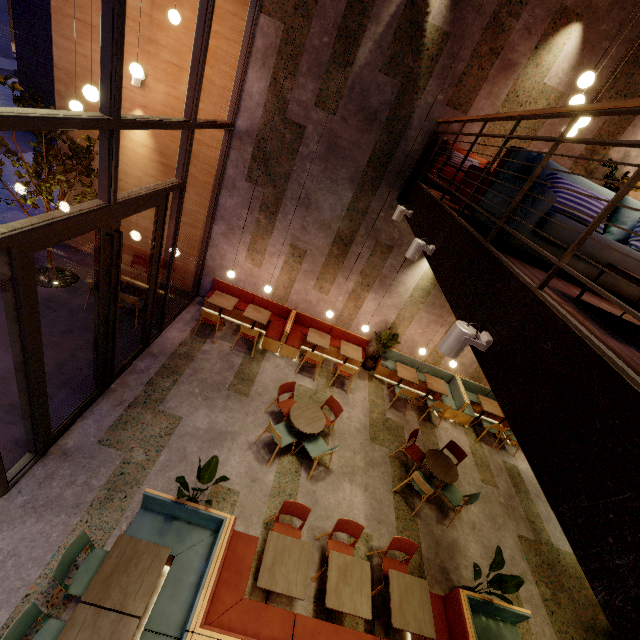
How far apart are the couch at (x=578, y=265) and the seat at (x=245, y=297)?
5.06m

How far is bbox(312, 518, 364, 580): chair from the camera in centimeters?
487cm

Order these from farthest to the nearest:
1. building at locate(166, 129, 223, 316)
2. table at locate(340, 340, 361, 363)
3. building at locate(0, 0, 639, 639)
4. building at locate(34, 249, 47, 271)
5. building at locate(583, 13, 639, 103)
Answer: table at locate(340, 340, 361, 363)
building at locate(34, 249, 47, 271)
building at locate(166, 129, 223, 316)
building at locate(583, 13, 639, 103)
building at locate(0, 0, 639, 639)

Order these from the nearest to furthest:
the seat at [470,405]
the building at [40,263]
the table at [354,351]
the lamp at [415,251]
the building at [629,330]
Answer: the building at [629,330] < the lamp at [415,251] < the building at [40,263] < the table at [354,351] < the seat at [470,405]

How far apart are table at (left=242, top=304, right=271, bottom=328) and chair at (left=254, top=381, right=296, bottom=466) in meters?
2.1 m

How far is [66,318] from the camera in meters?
7.0 m

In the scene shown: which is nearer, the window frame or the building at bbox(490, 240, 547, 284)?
the building at bbox(490, 240, 547, 284)

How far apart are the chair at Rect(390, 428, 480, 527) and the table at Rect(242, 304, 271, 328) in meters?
4.3
